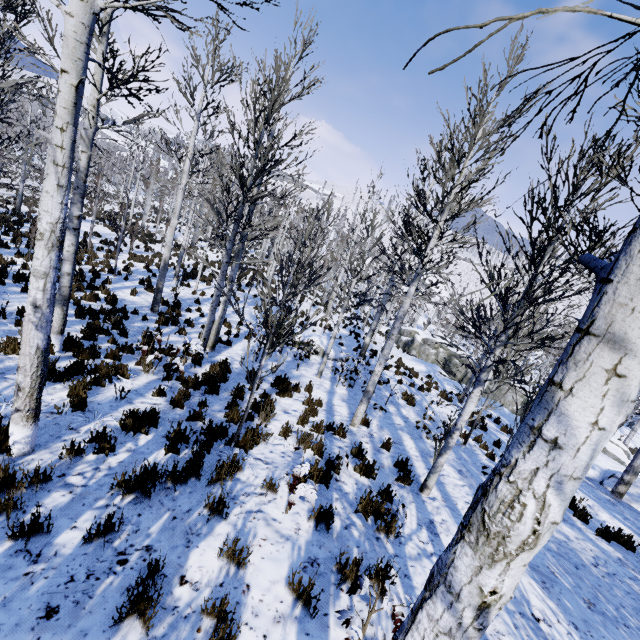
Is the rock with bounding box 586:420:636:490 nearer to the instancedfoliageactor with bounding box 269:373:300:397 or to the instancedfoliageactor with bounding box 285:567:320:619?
the instancedfoliageactor with bounding box 269:373:300:397

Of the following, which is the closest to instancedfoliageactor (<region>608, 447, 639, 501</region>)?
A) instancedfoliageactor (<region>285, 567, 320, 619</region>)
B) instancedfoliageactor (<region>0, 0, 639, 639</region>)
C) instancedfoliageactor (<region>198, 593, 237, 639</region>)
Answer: instancedfoliageactor (<region>0, 0, 639, 639</region>)

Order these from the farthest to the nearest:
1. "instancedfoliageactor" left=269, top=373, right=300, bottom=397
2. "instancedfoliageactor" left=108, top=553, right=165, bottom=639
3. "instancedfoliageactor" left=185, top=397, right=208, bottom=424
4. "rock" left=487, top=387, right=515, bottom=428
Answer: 1. "rock" left=487, top=387, right=515, bottom=428
2. "instancedfoliageactor" left=269, top=373, right=300, bottom=397
3. "instancedfoliageactor" left=185, top=397, right=208, bottom=424
4. "instancedfoliageactor" left=108, top=553, right=165, bottom=639

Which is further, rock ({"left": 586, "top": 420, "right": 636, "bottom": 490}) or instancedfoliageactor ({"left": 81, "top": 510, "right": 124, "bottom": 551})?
rock ({"left": 586, "top": 420, "right": 636, "bottom": 490})

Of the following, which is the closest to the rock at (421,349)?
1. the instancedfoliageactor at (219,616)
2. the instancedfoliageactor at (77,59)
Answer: the instancedfoliageactor at (77,59)

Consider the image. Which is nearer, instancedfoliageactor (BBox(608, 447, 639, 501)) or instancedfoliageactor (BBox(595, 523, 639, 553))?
instancedfoliageactor (BBox(595, 523, 639, 553))

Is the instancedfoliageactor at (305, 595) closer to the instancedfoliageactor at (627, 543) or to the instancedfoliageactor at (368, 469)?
the instancedfoliageactor at (368, 469)

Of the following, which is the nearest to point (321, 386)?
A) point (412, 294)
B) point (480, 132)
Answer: point (412, 294)
